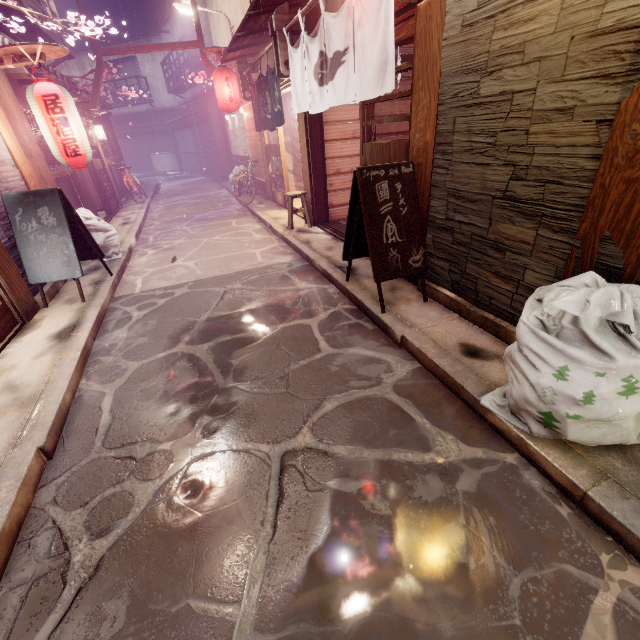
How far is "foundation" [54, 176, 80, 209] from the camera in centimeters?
1311cm

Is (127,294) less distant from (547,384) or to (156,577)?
(156,577)

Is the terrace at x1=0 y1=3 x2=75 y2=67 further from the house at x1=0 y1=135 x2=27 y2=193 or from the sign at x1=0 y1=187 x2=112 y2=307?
the sign at x1=0 y1=187 x2=112 y2=307

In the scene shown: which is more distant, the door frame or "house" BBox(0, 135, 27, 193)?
the door frame

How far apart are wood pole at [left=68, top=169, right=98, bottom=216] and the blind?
9.0m

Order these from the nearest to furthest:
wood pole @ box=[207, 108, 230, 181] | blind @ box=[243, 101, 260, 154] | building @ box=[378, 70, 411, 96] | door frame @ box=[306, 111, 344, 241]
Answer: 1. door frame @ box=[306, 111, 344, 241]
2. building @ box=[378, 70, 411, 96]
3. blind @ box=[243, 101, 260, 154]
4. wood pole @ box=[207, 108, 230, 181]

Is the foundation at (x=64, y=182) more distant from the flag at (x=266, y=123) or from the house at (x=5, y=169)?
the flag at (x=266, y=123)

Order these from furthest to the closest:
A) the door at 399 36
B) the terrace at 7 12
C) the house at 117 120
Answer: the house at 117 120 → the terrace at 7 12 → the door at 399 36
